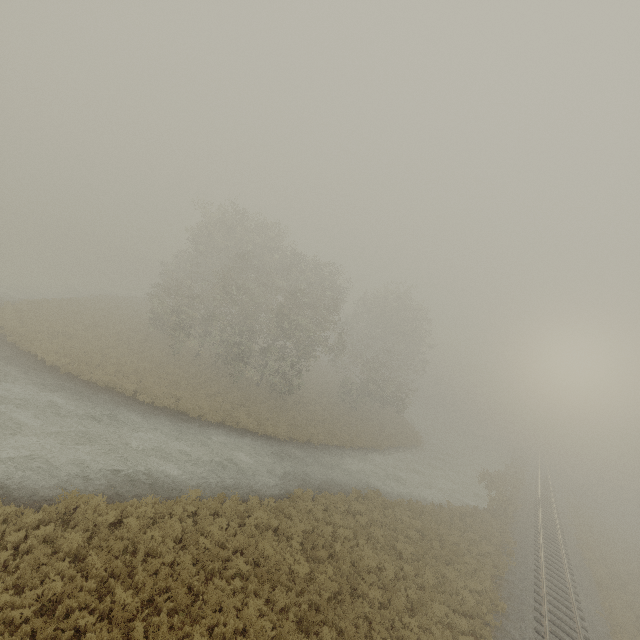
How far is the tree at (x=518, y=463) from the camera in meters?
29.2 m

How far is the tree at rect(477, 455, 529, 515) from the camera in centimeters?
2920cm

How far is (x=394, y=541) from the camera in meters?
17.5 m
